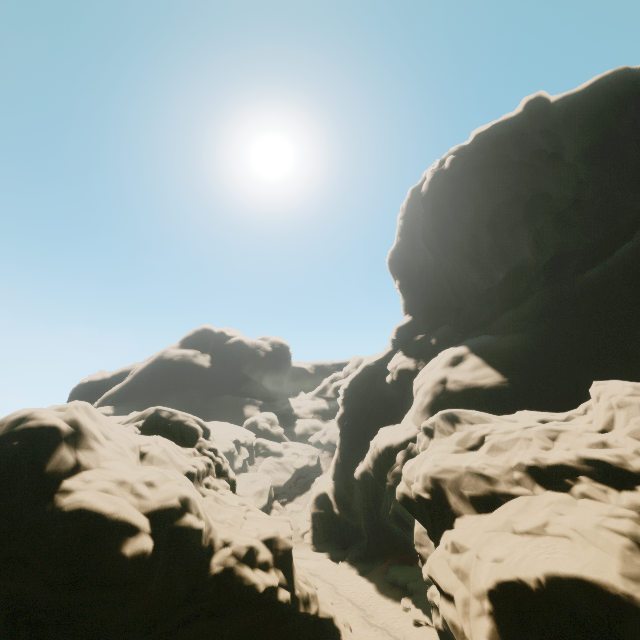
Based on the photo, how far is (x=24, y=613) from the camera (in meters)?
7.41
